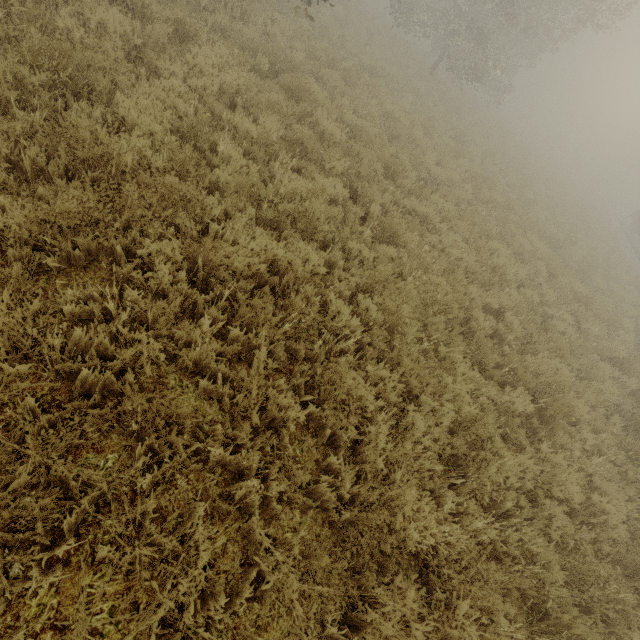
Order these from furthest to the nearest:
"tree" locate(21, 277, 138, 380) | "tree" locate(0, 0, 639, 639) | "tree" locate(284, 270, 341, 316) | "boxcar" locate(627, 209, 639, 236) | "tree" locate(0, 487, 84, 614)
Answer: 1. "boxcar" locate(627, 209, 639, 236)
2. "tree" locate(284, 270, 341, 316)
3. "tree" locate(0, 0, 639, 639)
4. "tree" locate(21, 277, 138, 380)
5. "tree" locate(0, 487, 84, 614)

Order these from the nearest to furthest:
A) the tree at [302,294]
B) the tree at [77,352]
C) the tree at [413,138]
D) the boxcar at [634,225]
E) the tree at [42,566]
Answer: the tree at [42,566], the tree at [77,352], the tree at [413,138], the tree at [302,294], the boxcar at [634,225]

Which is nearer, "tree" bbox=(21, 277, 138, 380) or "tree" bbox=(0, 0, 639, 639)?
"tree" bbox=(21, 277, 138, 380)

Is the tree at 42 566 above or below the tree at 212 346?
above

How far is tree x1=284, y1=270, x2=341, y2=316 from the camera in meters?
3.6

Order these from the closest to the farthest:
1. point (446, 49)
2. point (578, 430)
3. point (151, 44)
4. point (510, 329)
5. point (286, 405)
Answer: point (286, 405)
point (151, 44)
point (578, 430)
point (510, 329)
point (446, 49)
